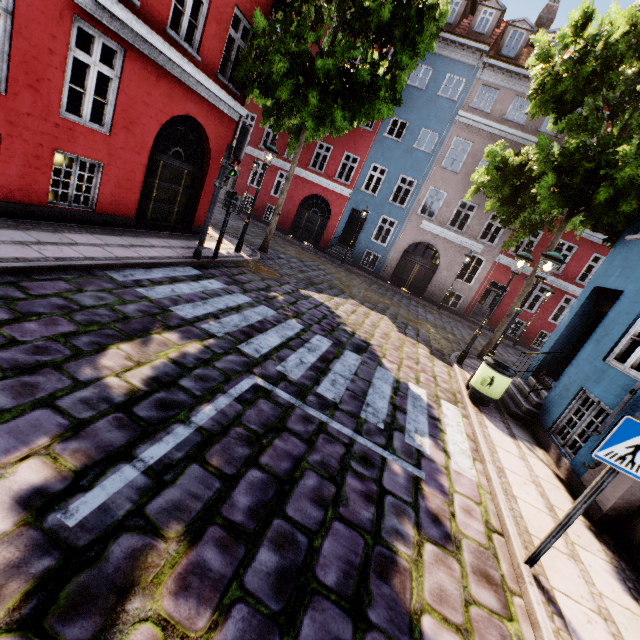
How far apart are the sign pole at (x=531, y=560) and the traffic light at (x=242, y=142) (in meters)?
8.49

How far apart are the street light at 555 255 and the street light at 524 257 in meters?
1.5

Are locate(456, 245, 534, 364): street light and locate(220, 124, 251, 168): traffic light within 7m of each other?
no

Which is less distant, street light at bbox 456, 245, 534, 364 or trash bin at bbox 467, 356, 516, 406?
trash bin at bbox 467, 356, 516, 406

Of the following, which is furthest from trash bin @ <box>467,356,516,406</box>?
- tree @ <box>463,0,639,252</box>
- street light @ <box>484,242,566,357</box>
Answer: tree @ <box>463,0,639,252</box>

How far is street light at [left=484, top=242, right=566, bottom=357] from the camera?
6.90m

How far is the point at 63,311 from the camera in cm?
436

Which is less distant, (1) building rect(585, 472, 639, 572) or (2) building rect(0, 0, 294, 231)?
(1) building rect(585, 472, 639, 572)
